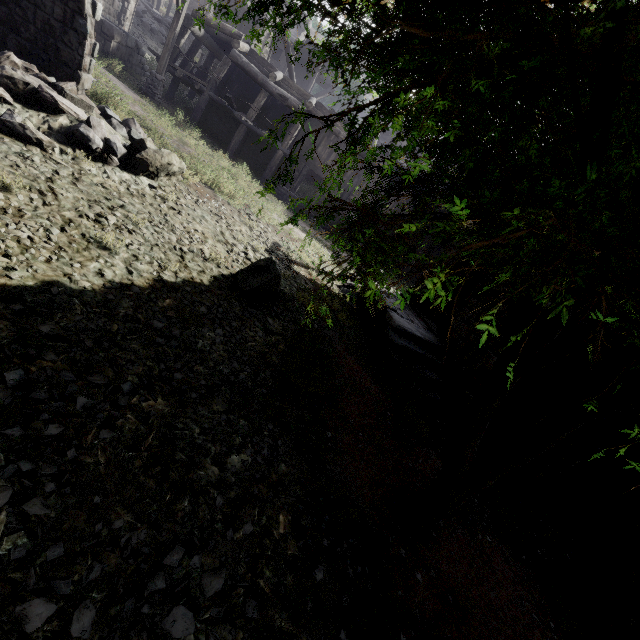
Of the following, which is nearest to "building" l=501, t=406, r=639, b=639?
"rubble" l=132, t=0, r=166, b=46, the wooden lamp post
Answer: "rubble" l=132, t=0, r=166, b=46

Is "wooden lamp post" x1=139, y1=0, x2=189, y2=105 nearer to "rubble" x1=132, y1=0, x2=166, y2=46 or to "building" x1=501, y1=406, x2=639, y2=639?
"building" x1=501, y1=406, x2=639, y2=639

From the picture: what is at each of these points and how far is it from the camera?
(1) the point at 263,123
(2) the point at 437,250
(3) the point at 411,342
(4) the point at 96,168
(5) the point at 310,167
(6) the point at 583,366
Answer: (1) building, 19.66m
(2) building, 26.81m
(3) building, 10.40m
(4) rubble, 7.16m
(5) building, 20.91m
(6) building, 8.38m

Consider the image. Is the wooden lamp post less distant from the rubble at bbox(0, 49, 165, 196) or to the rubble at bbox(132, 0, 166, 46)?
the rubble at bbox(0, 49, 165, 196)

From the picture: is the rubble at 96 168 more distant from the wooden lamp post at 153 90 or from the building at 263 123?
the wooden lamp post at 153 90

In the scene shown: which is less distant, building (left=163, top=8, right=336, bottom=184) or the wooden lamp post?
the wooden lamp post

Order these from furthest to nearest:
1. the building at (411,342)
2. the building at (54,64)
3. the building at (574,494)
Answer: the building at (411,342) → the building at (54,64) → the building at (574,494)
